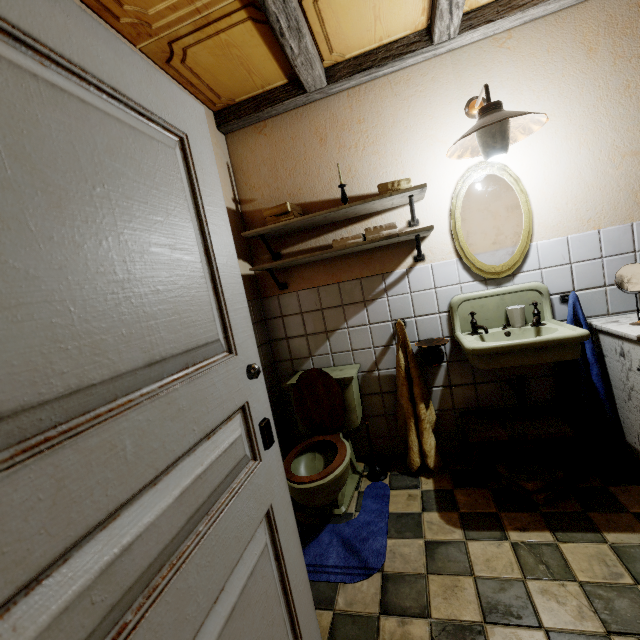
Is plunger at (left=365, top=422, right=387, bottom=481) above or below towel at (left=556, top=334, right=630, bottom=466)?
below

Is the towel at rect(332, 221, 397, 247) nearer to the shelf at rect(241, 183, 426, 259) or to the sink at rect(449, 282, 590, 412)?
the shelf at rect(241, 183, 426, 259)

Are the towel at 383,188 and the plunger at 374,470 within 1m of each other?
no

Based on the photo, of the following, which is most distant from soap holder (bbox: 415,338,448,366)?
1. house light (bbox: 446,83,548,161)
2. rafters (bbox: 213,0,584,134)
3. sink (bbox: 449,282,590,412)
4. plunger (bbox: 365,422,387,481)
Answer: rafters (bbox: 213,0,584,134)

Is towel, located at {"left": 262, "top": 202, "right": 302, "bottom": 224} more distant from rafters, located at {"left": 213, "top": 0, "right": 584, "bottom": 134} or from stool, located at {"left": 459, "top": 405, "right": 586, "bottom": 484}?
stool, located at {"left": 459, "top": 405, "right": 586, "bottom": 484}

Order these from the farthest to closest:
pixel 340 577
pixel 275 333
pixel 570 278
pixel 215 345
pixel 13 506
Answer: pixel 275 333 < pixel 570 278 < pixel 340 577 < pixel 215 345 < pixel 13 506

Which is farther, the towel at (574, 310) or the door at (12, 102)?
the towel at (574, 310)

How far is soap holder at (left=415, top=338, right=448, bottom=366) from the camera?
2.2 meters
